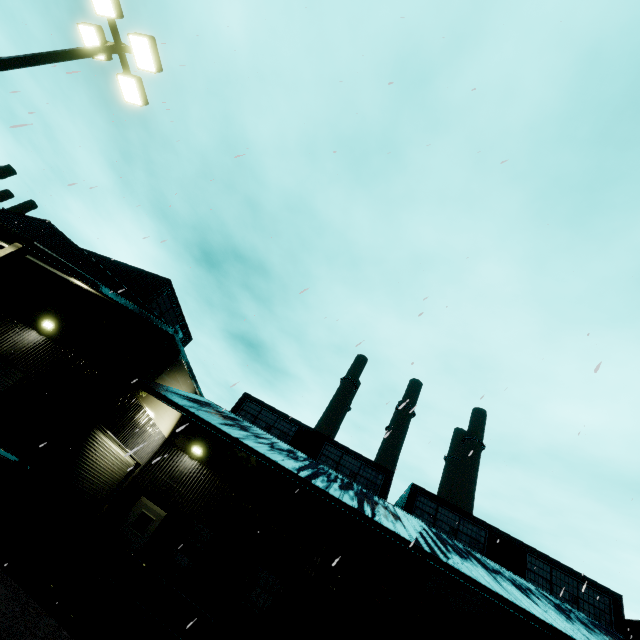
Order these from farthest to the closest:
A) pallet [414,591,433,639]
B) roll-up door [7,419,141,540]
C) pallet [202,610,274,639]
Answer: roll-up door [7,419,141,540] → pallet [202,610,274,639] → pallet [414,591,433,639]

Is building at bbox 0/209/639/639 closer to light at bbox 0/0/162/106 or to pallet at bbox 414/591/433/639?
pallet at bbox 414/591/433/639

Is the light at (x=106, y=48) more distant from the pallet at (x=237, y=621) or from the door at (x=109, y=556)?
the door at (x=109, y=556)

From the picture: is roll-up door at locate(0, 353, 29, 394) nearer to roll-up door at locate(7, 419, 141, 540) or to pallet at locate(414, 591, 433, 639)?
roll-up door at locate(7, 419, 141, 540)

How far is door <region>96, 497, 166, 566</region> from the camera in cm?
1349

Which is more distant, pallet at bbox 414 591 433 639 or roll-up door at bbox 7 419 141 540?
roll-up door at bbox 7 419 141 540

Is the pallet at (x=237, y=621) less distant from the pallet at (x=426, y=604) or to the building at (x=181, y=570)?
the building at (x=181, y=570)

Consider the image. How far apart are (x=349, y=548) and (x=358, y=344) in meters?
4.4
